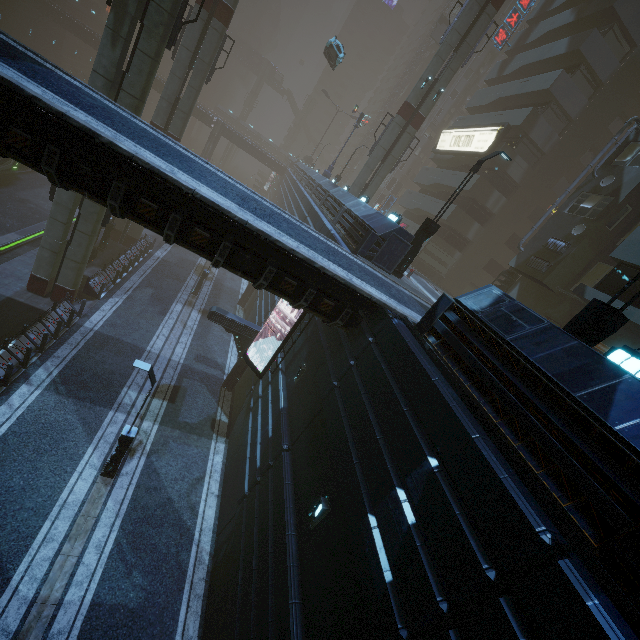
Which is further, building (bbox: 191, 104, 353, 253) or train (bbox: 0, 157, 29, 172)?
train (bbox: 0, 157, 29, 172)

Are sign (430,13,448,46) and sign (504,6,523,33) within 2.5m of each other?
no

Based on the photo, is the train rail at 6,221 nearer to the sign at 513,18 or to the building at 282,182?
the building at 282,182

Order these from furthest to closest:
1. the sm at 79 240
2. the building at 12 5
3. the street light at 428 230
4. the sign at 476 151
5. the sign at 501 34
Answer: the building at 12 5
the sign at 501 34
the sign at 476 151
the sm at 79 240
the street light at 428 230

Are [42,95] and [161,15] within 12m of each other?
yes

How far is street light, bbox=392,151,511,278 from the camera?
13.9m

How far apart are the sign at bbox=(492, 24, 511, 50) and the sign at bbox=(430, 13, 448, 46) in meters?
20.0 m

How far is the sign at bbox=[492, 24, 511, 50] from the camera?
32.6m
